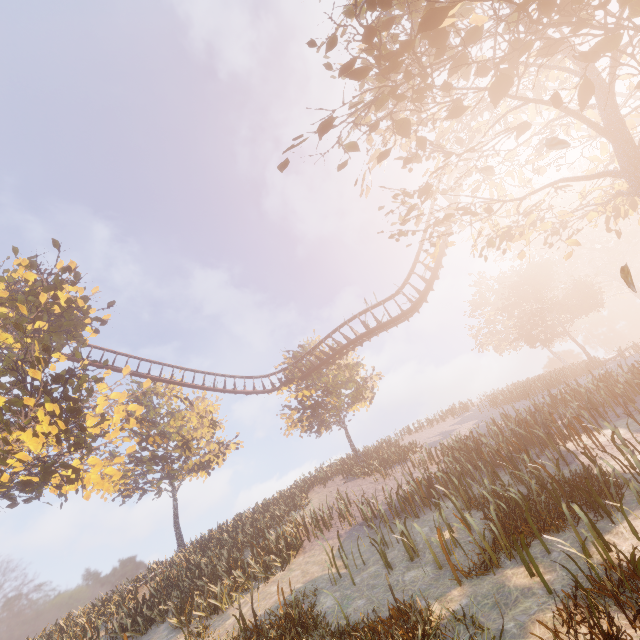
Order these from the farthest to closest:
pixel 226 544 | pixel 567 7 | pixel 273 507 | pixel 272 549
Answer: pixel 273 507 < pixel 226 544 < pixel 272 549 < pixel 567 7
